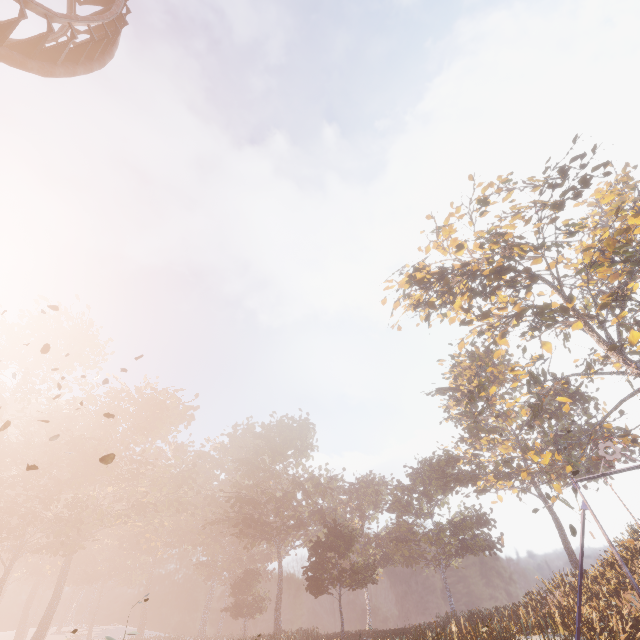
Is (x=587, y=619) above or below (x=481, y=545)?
below

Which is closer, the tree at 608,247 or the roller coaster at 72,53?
the roller coaster at 72,53

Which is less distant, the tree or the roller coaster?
the roller coaster
